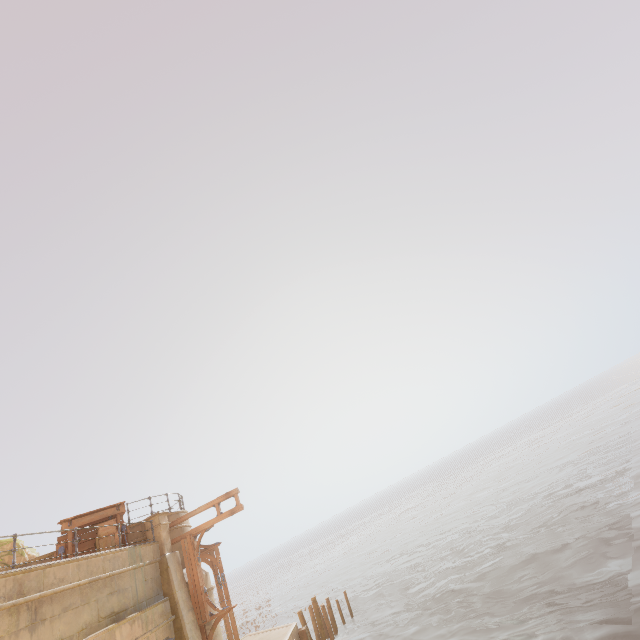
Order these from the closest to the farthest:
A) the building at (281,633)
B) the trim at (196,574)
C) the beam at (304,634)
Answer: the trim at (196,574) → the building at (281,633) → the beam at (304,634)

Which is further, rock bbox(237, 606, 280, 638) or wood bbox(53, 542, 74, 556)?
rock bbox(237, 606, 280, 638)

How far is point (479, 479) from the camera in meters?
57.9 m

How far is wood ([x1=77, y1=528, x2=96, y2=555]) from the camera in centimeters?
1302cm

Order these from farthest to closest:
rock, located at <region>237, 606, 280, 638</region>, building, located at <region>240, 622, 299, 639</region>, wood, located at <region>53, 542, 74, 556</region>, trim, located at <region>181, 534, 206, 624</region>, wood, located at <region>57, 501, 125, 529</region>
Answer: rock, located at <region>237, 606, 280, 638</region> → building, located at <region>240, 622, 299, 639</region> → trim, located at <region>181, 534, 206, 624</region> → wood, located at <region>57, 501, 125, 529</region> → wood, located at <region>53, 542, 74, 556</region>

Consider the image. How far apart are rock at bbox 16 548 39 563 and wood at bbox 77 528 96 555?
7.54m

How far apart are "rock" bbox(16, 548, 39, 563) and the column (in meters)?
8.74

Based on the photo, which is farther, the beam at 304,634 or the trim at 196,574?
the beam at 304,634
